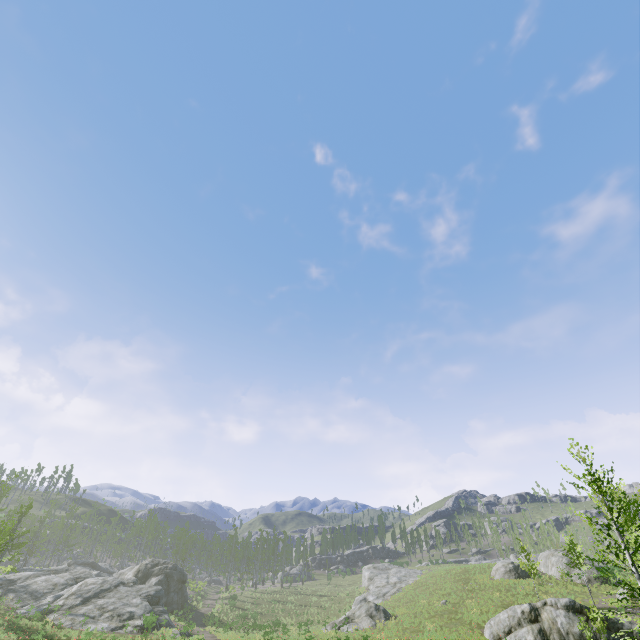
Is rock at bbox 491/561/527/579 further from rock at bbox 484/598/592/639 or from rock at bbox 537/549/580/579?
rock at bbox 484/598/592/639

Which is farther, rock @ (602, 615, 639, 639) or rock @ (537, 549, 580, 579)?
rock @ (537, 549, 580, 579)

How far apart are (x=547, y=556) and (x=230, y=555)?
51.2m

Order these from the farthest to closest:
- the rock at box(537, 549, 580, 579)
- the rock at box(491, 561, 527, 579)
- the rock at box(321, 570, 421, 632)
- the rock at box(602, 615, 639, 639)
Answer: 1. the rock at box(491, 561, 527, 579)
2. the rock at box(537, 549, 580, 579)
3. the rock at box(321, 570, 421, 632)
4. the rock at box(602, 615, 639, 639)

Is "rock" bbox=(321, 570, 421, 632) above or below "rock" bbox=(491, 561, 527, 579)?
below

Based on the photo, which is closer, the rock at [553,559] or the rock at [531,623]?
the rock at [531,623]

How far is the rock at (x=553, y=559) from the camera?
35.8 meters
